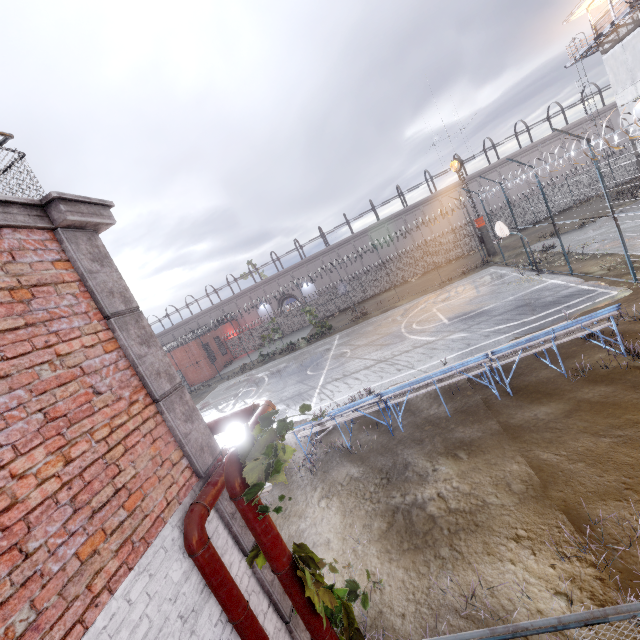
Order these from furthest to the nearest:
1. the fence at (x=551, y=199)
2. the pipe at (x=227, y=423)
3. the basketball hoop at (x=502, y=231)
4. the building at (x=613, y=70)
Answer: the building at (x=613, y=70) < the basketball hoop at (x=502, y=231) < the fence at (x=551, y=199) < the pipe at (x=227, y=423)

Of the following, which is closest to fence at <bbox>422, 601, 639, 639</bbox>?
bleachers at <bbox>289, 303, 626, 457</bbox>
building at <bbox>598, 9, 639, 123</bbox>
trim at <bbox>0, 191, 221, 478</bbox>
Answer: trim at <bbox>0, 191, 221, 478</bbox>

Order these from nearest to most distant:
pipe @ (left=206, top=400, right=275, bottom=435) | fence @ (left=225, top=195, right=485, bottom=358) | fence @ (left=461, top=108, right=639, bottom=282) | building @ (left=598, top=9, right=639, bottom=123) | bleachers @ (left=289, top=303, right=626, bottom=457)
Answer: pipe @ (left=206, top=400, right=275, bottom=435) < bleachers @ (left=289, top=303, right=626, bottom=457) < fence @ (left=461, top=108, right=639, bottom=282) < building @ (left=598, top=9, right=639, bottom=123) < fence @ (left=225, top=195, right=485, bottom=358)

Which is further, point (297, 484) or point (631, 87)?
point (631, 87)

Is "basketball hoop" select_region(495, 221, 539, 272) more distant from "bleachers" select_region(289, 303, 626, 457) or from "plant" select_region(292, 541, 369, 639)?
"plant" select_region(292, 541, 369, 639)

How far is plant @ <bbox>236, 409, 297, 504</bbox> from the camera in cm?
243

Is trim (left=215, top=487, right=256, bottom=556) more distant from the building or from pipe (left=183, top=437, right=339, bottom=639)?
the building

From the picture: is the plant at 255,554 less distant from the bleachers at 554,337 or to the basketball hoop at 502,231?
the bleachers at 554,337
